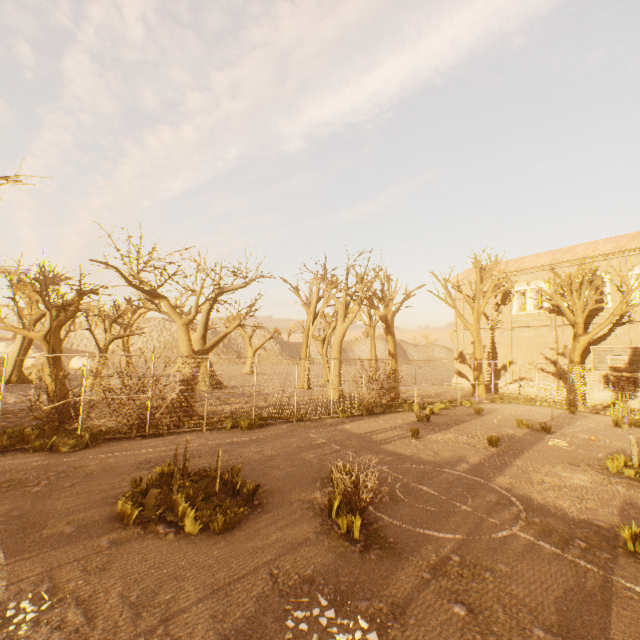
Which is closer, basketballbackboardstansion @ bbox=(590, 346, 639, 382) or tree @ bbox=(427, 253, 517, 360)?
basketballbackboardstansion @ bbox=(590, 346, 639, 382)

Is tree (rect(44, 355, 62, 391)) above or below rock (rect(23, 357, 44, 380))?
above

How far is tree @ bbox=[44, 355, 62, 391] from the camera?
14.1 meters

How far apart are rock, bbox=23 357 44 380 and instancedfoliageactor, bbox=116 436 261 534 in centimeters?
2946cm

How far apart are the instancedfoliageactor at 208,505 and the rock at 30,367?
29.5 meters

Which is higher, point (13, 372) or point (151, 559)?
point (13, 372)

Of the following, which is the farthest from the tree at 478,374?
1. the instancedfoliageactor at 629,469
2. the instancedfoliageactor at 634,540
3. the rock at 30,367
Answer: the instancedfoliageactor at 629,469

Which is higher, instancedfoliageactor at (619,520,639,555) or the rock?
the rock
